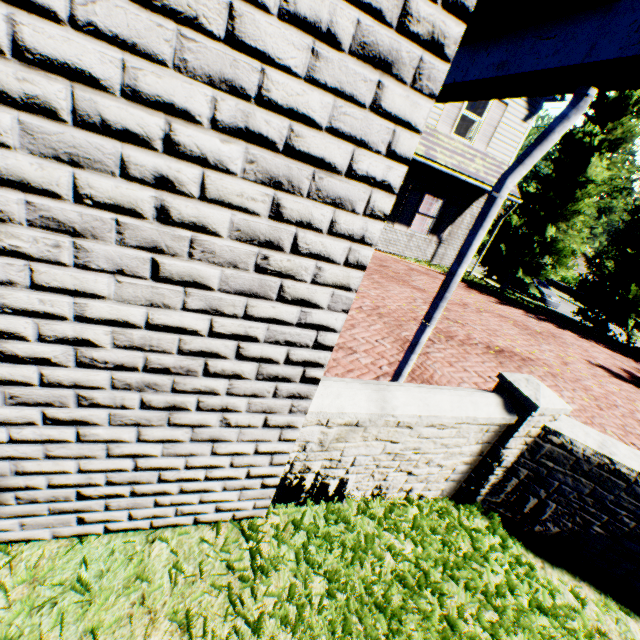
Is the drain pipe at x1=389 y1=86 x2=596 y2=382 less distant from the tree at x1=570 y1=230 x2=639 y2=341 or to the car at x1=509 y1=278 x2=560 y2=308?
A: the tree at x1=570 y1=230 x2=639 y2=341

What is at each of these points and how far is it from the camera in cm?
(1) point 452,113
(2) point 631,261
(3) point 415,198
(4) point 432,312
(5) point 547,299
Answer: (1) shutter, 1090
(2) tree, 1297
(3) shutter, 1212
(4) drain pipe, 253
(5) car, 2130

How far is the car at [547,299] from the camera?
21.4m

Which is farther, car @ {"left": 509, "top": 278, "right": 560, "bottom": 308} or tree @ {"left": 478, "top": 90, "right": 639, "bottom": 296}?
car @ {"left": 509, "top": 278, "right": 560, "bottom": 308}

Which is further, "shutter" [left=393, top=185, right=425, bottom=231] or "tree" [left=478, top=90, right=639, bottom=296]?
"tree" [left=478, top=90, right=639, bottom=296]

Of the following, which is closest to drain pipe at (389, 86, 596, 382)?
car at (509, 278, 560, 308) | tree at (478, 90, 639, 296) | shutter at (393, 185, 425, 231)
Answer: shutter at (393, 185, 425, 231)

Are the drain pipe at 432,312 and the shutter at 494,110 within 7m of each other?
no

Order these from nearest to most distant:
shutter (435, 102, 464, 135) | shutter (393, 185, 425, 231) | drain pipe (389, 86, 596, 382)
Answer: drain pipe (389, 86, 596, 382) → shutter (435, 102, 464, 135) → shutter (393, 185, 425, 231)
